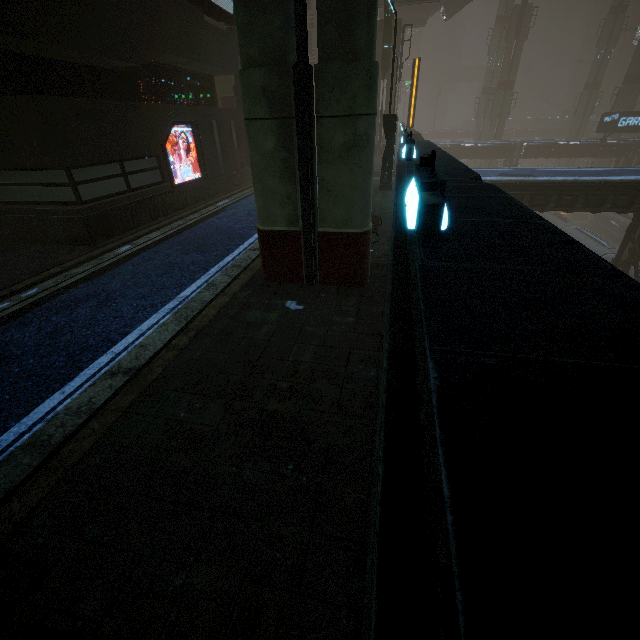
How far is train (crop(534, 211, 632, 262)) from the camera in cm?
2940

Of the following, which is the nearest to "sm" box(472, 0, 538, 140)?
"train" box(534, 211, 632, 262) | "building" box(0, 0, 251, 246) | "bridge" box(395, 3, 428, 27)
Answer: "building" box(0, 0, 251, 246)

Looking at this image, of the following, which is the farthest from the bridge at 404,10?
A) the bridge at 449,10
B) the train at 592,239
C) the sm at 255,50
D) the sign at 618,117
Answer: the sm at 255,50

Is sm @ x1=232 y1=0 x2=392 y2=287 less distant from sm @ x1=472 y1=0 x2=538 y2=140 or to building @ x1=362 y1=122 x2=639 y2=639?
building @ x1=362 y1=122 x2=639 y2=639

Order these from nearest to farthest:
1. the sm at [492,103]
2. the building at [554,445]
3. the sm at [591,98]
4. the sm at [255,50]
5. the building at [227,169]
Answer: the building at [554,445], the sm at [255,50], the building at [227,169], the sm at [492,103], the sm at [591,98]

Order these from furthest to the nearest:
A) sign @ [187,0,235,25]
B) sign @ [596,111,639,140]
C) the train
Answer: sign @ [596,111,639,140], the train, sign @ [187,0,235,25]

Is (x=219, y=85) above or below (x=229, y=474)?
above

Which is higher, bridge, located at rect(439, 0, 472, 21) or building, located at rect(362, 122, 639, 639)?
bridge, located at rect(439, 0, 472, 21)
